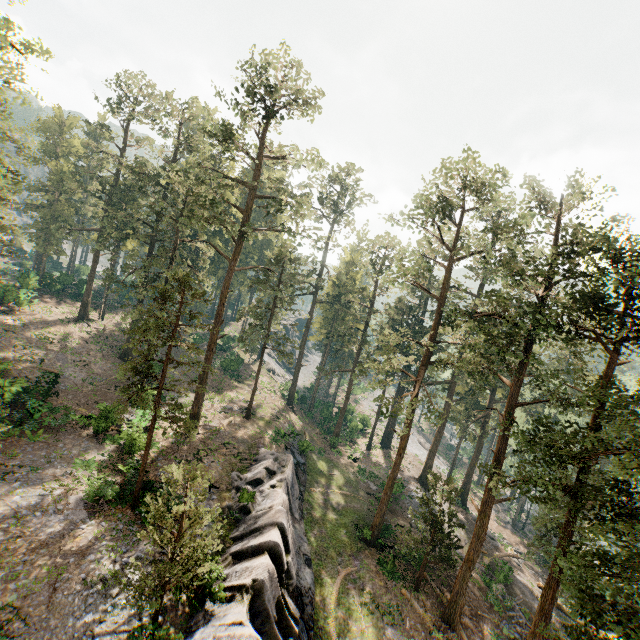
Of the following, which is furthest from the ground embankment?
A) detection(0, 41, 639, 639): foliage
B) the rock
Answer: the rock

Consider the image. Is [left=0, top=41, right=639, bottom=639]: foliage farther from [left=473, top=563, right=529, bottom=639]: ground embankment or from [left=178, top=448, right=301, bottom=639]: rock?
[left=178, top=448, right=301, bottom=639]: rock

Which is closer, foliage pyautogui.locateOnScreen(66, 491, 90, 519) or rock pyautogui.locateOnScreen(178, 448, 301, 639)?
rock pyautogui.locateOnScreen(178, 448, 301, 639)

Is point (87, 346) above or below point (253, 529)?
above

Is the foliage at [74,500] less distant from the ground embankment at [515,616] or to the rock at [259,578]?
the ground embankment at [515,616]

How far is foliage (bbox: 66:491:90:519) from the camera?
16.97m

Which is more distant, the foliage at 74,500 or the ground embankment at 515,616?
the ground embankment at 515,616

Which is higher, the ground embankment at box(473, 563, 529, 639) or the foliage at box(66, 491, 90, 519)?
the foliage at box(66, 491, 90, 519)
